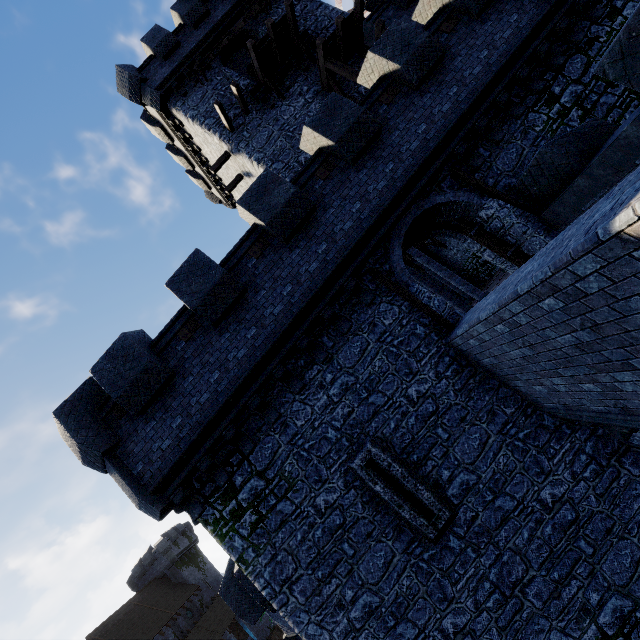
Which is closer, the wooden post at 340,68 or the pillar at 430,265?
the wooden post at 340,68

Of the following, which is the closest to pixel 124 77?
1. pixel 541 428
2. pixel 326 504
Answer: pixel 326 504

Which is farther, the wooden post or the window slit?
the wooden post

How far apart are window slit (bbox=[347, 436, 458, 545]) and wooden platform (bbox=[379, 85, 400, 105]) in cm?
941

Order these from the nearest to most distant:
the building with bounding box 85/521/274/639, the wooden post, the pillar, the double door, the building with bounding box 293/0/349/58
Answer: the double door → the wooden post → the pillar → the building with bounding box 293/0/349/58 → the building with bounding box 85/521/274/639

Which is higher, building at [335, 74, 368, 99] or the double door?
building at [335, 74, 368, 99]

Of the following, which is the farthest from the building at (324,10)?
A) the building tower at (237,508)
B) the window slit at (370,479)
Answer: the window slit at (370,479)

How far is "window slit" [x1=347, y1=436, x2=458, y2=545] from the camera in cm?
720
